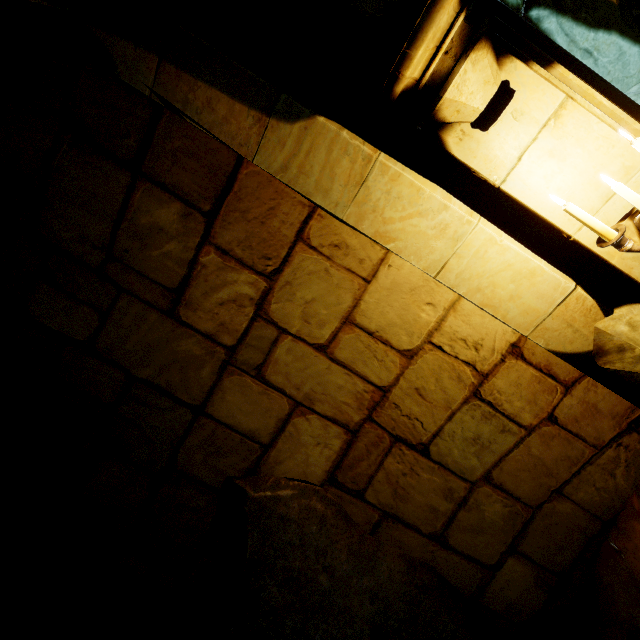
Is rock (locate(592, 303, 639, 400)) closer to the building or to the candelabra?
the building

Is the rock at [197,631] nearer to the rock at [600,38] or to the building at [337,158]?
the building at [337,158]

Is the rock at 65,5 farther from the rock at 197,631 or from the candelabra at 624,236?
the candelabra at 624,236

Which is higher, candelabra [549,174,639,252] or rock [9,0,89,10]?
rock [9,0,89,10]

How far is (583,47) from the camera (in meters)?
2.50

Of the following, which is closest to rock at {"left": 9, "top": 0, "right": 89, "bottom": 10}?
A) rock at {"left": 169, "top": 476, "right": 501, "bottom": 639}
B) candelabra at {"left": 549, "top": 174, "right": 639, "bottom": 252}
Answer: rock at {"left": 169, "top": 476, "right": 501, "bottom": 639}

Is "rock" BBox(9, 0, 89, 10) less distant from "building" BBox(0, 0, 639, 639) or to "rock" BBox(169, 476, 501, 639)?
"building" BBox(0, 0, 639, 639)

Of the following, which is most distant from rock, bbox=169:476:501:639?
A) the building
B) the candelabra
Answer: the candelabra
